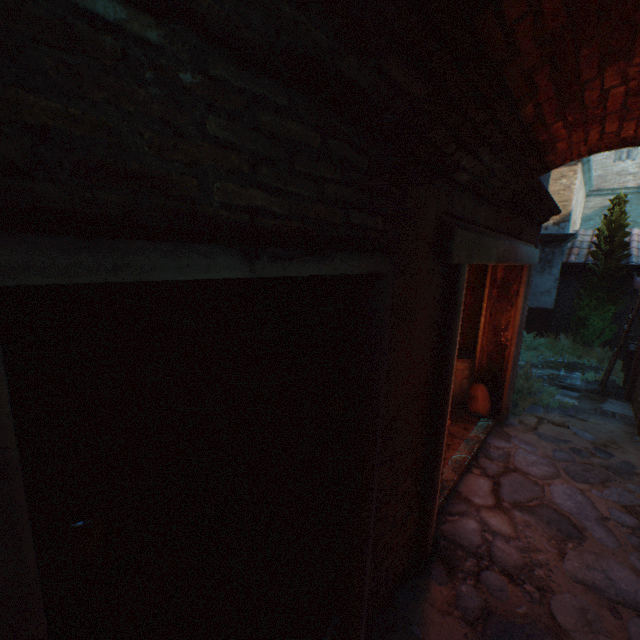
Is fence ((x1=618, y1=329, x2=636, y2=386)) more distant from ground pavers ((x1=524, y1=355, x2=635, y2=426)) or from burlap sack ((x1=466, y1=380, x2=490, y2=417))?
burlap sack ((x1=466, y1=380, x2=490, y2=417))

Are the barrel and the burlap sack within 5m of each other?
yes

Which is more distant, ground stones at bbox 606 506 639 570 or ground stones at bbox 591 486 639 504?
ground stones at bbox 591 486 639 504

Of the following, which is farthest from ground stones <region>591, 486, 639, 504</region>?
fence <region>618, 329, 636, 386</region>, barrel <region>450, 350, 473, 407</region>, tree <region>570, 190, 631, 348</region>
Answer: tree <region>570, 190, 631, 348</region>

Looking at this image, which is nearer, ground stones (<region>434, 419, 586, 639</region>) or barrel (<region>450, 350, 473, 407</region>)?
ground stones (<region>434, 419, 586, 639</region>)

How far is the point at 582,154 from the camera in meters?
3.1

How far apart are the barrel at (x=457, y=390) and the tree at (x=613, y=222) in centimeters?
663cm

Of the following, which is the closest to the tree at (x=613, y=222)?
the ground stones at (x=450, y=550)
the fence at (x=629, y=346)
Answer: the fence at (x=629, y=346)
